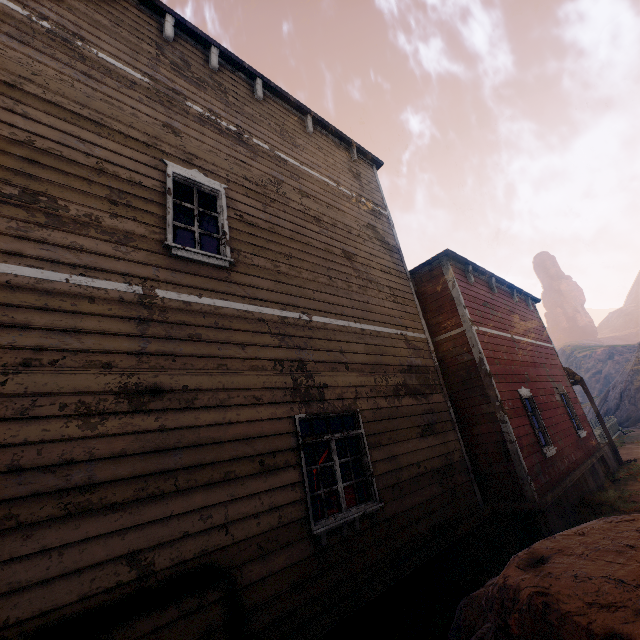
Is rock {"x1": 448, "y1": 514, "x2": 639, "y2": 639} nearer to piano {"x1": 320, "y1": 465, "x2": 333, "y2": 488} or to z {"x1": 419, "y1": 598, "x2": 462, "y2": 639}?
z {"x1": 419, "y1": 598, "x2": 462, "y2": 639}

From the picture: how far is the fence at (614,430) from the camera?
21.2m

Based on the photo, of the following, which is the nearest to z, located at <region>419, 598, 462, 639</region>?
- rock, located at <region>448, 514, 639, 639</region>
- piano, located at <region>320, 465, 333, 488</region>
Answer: rock, located at <region>448, 514, 639, 639</region>

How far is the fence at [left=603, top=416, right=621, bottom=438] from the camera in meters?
21.2

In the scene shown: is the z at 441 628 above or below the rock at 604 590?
below

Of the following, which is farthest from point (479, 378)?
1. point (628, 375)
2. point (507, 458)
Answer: point (628, 375)

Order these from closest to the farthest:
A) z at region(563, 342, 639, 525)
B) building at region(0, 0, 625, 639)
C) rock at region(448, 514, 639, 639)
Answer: rock at region(448, 514, 639, 639), building at region(0, 0, 625, 639), z at region(563, 342, 639, 525)
